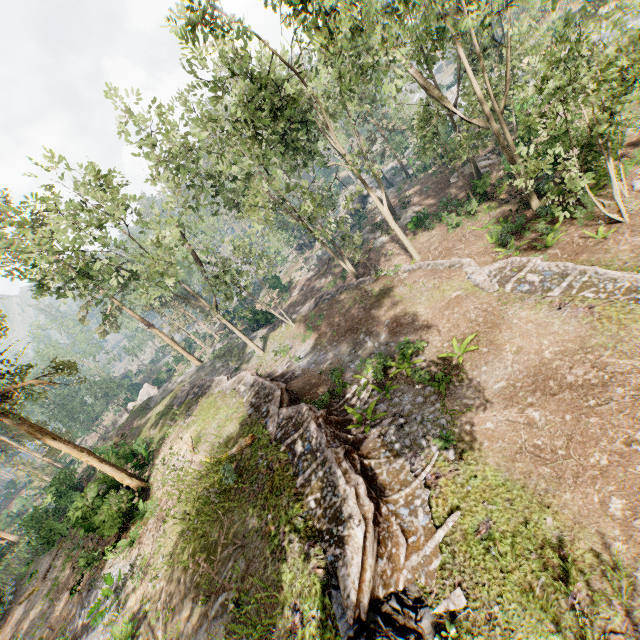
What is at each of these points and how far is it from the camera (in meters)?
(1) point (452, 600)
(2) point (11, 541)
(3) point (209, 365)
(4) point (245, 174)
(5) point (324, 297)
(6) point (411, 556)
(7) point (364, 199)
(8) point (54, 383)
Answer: (1) ground embankment, 7.61
(2) foliage, 33.16
(3) rock, 36.28
(4) foliage, 20.16
(5) ground embankment, 29.55
(6) ground embankment, 8.67
(7) rock, 50.25
(8) foliage, 16.84

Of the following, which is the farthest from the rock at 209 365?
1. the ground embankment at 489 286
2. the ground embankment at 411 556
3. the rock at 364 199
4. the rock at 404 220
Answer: the rock at 404 220

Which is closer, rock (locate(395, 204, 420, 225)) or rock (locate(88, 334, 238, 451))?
rock (locate(395, 204, 420, 225))

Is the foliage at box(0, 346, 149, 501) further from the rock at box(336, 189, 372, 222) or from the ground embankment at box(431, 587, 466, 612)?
the ground embankment at box(431, 587, 466, 612)

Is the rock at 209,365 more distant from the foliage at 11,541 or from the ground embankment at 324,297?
the ground embankment at 324,297

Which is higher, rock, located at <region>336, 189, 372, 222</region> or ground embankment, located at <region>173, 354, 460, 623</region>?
ground embankment, located at <region>173, 354, 460, 623</region>

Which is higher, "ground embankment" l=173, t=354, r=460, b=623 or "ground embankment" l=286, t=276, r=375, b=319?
"ground embankment" l=173, t=354, r=460, b=623

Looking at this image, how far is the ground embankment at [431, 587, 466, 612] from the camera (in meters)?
7.48
